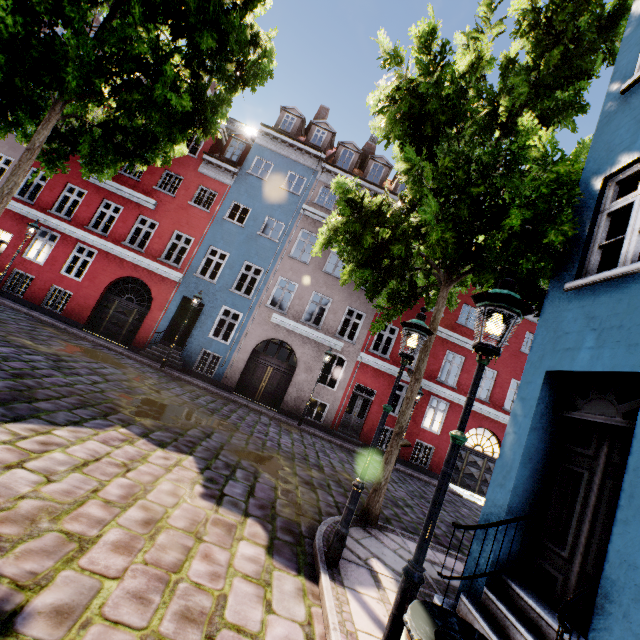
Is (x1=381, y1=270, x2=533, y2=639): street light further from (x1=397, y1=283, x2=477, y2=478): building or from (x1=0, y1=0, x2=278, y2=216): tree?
(x1=0, y1=0, x2=278, y2=216): tree

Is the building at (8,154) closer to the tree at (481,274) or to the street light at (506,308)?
the tree at (481,274)

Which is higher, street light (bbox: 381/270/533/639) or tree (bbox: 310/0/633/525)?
tree (bbox: 310/0/633/525)

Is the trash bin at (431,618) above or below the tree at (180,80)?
below

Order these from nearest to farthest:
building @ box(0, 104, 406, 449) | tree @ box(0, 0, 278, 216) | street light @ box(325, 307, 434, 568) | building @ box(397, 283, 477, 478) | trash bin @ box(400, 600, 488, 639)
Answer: trash bin @ box(400, 600, 488, 639) → street light @ box(325, 307, 434, 568) → tree @ box(0, 0, 278, 216) → building @ box(0, 104, 406, 449) → building @ box(397, 283, 477, 478)

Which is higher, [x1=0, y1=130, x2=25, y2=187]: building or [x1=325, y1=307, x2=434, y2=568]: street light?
[x1=0, y1=130, x2=25, y2=187]: building

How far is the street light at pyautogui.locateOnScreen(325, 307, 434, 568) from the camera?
4.4 meters

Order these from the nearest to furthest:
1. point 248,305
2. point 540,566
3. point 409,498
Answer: point 540,566
point 409,498
point 248,305
